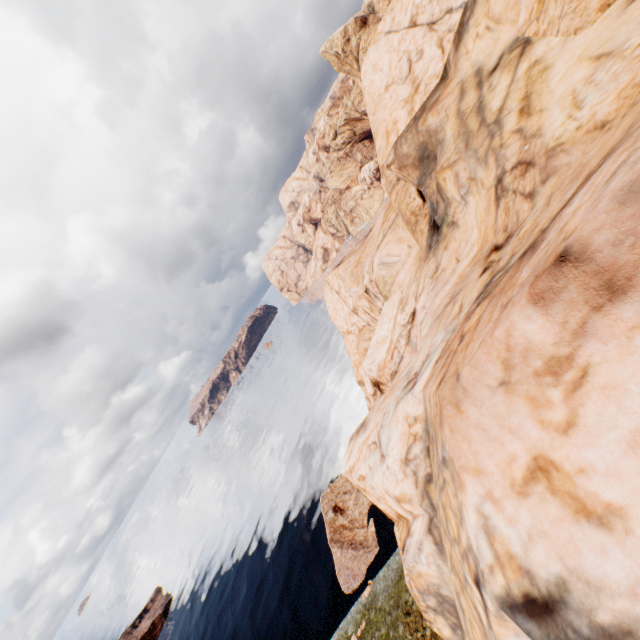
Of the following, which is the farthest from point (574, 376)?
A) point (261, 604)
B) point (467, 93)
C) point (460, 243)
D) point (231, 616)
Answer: point (231, 616)
